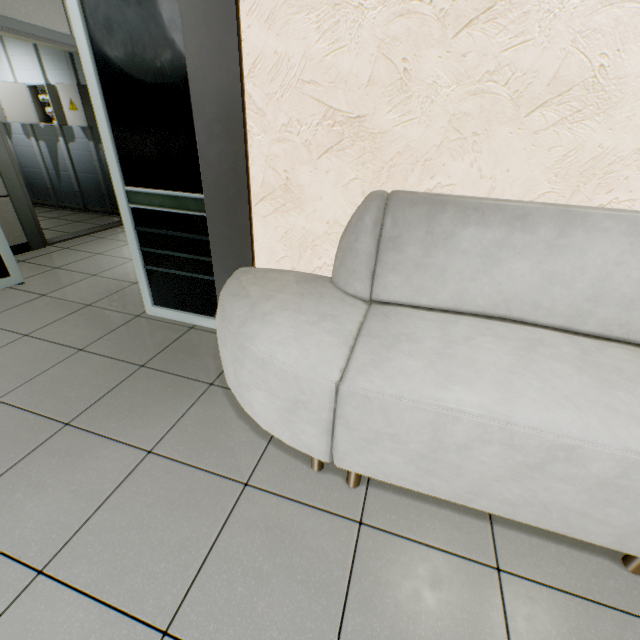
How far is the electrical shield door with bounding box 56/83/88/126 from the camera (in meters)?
4.42

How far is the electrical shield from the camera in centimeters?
461cm

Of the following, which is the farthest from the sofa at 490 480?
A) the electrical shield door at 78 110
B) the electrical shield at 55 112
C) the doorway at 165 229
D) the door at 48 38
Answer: the electrical shield at 55 112

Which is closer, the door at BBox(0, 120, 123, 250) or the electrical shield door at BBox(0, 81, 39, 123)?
the door at BBox(0, 120, 123, 250)

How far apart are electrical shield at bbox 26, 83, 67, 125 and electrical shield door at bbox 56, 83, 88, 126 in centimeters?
24cm

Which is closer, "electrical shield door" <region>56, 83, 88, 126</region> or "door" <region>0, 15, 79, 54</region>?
"door" <region>0, 15, 79, 54</region>

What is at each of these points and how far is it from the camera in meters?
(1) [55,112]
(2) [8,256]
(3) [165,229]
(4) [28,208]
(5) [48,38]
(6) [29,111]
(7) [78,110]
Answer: (1) electrical shield, 4.7 m
(2) doorway, 2.8 m
(3) doorway, 2.2 m
(4) door, 3.6 m
(5) door, 3.5 m
(6) electrical shield door, 4.7 m
(7) electrical shield door, 4.5 m

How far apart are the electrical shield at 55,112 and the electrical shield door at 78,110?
0.2 meters
